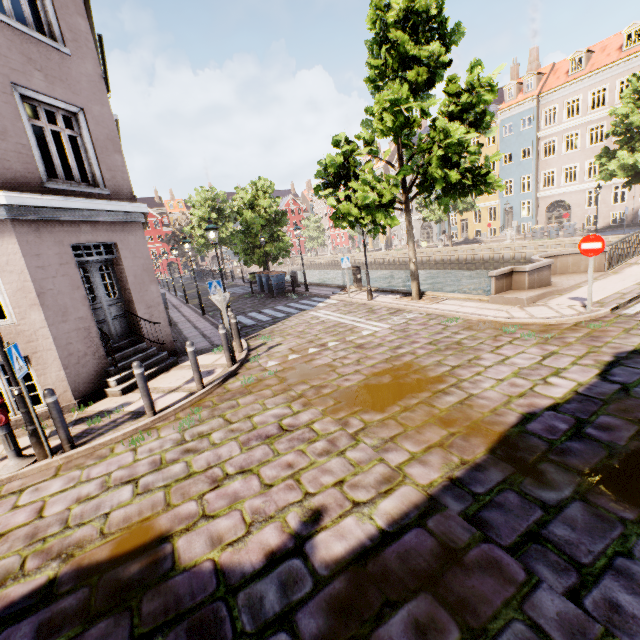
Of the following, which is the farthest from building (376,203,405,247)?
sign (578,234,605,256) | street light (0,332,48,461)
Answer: street light (0,332,48,461)

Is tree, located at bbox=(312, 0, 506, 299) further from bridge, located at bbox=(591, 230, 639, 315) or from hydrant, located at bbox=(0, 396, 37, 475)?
hydrant, located at bbox=(0, 396, 37, 475)

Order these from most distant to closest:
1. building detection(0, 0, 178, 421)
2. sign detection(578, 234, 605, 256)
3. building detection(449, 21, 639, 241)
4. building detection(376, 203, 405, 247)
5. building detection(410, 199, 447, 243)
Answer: building detection(376, 203, 405, 247) < building detection(410, 199, 447, 243) < building detection(449, 21, 639, 241) < sign detection(578, 234, 605, 256) < building detection(0, 0, 178, 421)

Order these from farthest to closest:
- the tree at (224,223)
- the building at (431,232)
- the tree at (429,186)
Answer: the building at (431,232), the tree at (224,223), the tree at (429,186)

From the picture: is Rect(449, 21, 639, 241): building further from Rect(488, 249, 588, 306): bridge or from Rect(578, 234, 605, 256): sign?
Rect(578, 234, 605, 256): sign

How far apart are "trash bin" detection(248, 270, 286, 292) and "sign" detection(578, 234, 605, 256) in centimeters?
1588cm

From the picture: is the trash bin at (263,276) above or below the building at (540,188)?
below

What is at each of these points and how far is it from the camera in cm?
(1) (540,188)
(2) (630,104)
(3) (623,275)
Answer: (1) building, 3500
(2) tree, 1978
(3) bridge, 1154
